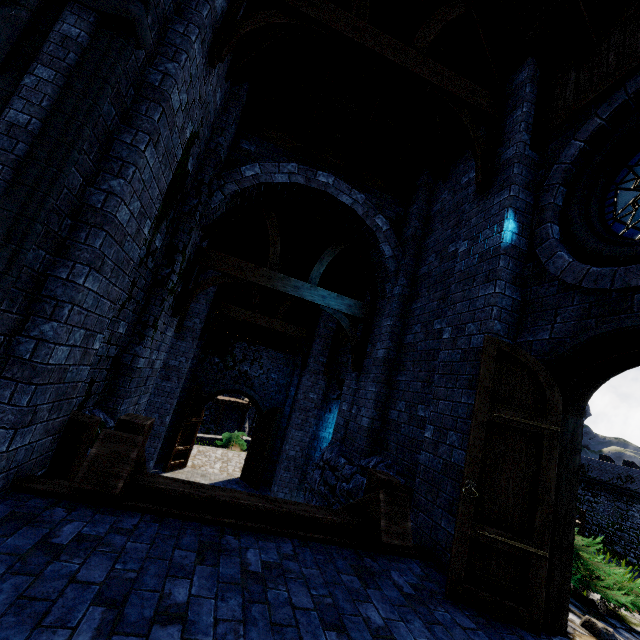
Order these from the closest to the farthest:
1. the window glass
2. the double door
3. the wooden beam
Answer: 1. the wooden beam
2. the window glass
3. the double door

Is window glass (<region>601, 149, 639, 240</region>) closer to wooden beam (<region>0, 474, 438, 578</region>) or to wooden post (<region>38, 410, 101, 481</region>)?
wooden beam (<region>0, 474, 438, 578</region>)

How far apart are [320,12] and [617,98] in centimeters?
403cm

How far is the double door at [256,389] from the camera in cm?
1350

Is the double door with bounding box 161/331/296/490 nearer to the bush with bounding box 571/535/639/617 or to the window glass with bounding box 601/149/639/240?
the bush with bounding box 571/535/639/617

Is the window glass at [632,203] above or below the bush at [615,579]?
above

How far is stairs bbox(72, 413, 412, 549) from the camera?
2.9 meters

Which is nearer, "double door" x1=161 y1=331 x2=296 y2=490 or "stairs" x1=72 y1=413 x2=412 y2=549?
"stairs" x1=72 y1=413 x2=412 y2=549
